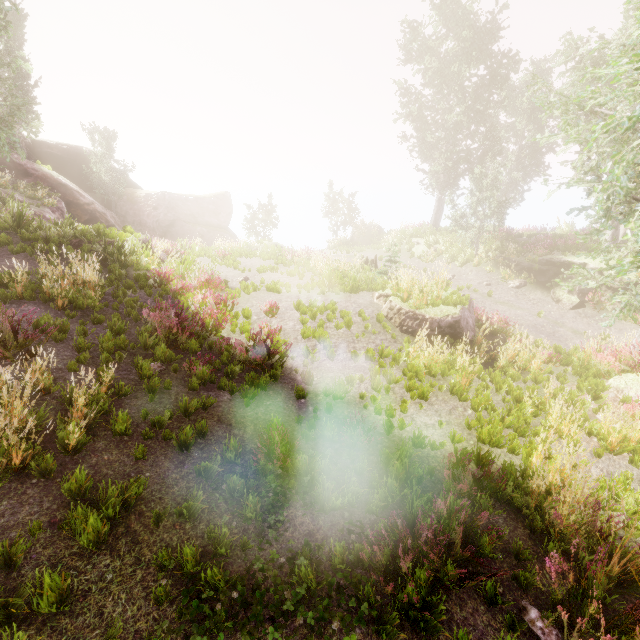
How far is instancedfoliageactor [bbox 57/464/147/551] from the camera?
3.41m

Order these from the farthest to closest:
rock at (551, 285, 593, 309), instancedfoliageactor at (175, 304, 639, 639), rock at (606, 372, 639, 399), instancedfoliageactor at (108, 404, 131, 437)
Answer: rock at (551, 285, 593, 309) < rock at (606, 372, 639, 399) < instancedfoliageactor at (108, 404, 131, 437) < instancedfoliageactor at (175, 304, 639, 639)

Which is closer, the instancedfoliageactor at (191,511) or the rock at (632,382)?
the instancedfoliageactor at (191,511)

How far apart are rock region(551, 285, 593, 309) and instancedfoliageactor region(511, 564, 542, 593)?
15.36m

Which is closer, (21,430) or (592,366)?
(21,430)

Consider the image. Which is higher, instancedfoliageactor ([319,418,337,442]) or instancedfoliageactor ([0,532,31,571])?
instancedfoliageactor ([0,532,31,571])

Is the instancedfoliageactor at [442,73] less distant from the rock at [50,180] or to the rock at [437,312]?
the rock at [50,180]

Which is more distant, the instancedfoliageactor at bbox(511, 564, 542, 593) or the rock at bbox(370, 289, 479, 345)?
the rock at bbox(370, 289, 479, 345)
